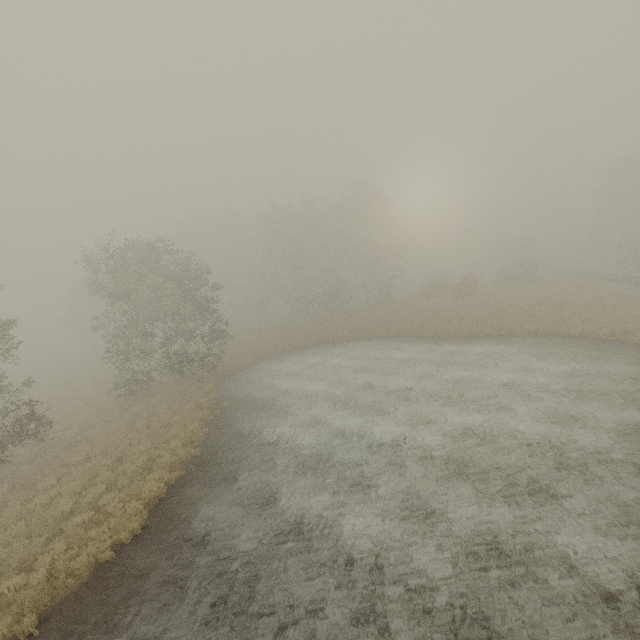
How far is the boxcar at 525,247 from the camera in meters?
57.0

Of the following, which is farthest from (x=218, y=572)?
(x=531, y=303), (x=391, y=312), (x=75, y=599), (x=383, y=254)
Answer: (x=383, y=254)

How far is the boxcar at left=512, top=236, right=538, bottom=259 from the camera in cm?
5700
